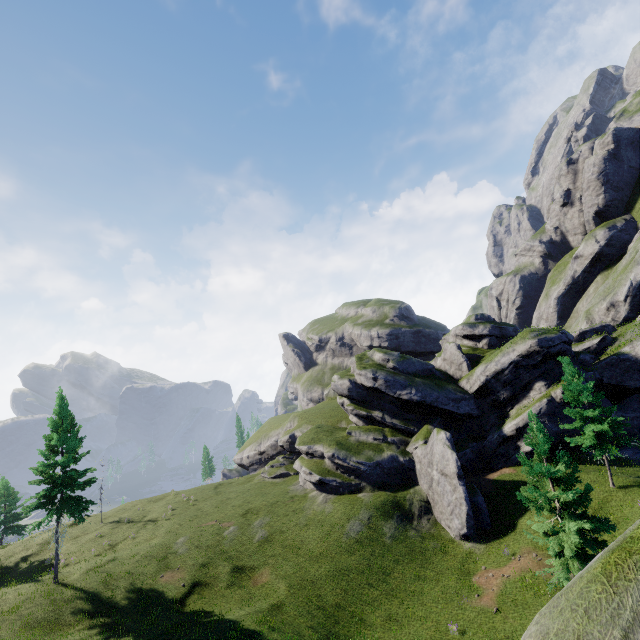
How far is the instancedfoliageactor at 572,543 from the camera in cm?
1580

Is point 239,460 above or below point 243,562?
above

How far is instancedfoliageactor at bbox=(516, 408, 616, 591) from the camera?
15.80m

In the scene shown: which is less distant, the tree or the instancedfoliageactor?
the instancedfoliageactor

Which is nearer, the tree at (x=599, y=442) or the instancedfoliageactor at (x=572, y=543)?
the instancedfoliageactor at (x=572, y=543)
